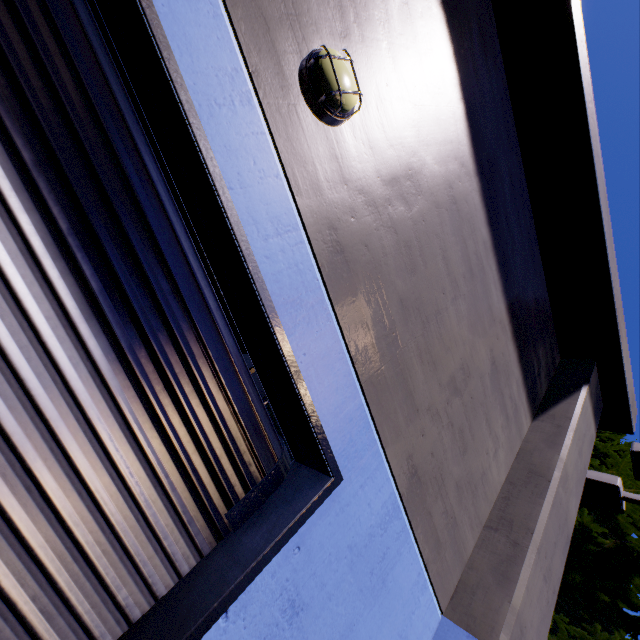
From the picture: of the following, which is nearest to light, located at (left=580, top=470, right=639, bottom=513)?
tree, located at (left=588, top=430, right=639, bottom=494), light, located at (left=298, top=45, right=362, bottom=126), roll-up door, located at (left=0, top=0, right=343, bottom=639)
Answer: tree, located at (left=588, top=430, right=639, bottom=494)

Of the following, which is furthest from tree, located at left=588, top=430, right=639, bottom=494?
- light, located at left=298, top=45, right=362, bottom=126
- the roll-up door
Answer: light, located at left=298, top=45, right=362, bottom=126

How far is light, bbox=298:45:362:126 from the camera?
2.1 meters

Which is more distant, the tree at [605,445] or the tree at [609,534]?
the tree at [605,445]

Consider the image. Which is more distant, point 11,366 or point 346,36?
point 346,36

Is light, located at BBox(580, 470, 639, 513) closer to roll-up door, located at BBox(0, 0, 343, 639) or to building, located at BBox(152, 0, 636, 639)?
building, located at BBox(152, 0, 636, 639)

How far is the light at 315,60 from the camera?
2.1m
